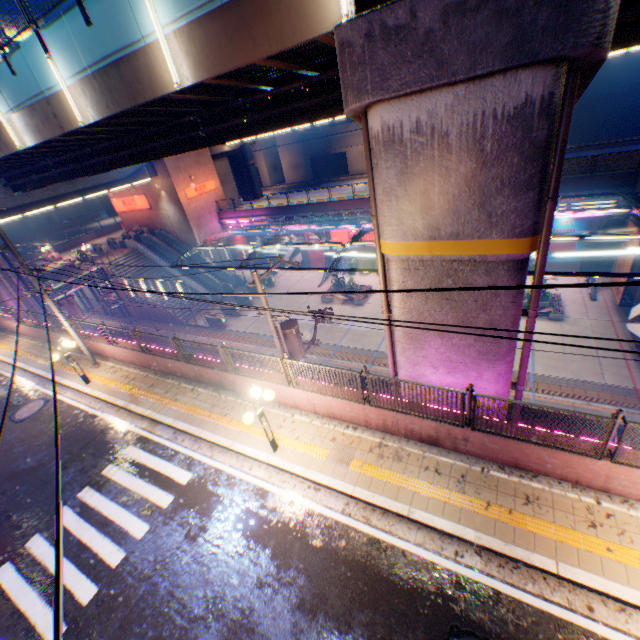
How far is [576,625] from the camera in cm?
547

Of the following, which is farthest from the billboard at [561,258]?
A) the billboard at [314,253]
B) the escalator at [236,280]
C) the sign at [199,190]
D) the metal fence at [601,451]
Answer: the sign at [199,190]

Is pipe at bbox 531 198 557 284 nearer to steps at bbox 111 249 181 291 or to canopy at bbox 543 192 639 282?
canopy at bbox 543 192 639 282

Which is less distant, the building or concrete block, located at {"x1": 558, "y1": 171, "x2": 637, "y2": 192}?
concrete block, located at {"x1": 558, "y1": 171, "x2": 637, "y2": 192}

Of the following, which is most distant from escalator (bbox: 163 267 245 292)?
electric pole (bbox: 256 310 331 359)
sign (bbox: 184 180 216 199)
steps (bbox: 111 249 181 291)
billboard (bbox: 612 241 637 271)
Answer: billboard (bbox: 612 241 637 271)

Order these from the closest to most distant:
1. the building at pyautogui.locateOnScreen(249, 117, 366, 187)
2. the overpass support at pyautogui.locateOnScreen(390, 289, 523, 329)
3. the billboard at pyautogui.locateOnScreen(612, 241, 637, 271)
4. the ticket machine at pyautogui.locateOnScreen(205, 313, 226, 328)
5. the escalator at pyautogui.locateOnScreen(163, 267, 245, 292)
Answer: the overpass support at pyautogui.locateOnScreen(390, 289, 523, 329) → the billboard at pyautogui.locateOnScreen(612, 241, 637, 271) → the ticket machine at pyautogui.locateOnScreen(205, 313, 226, 328) → the escalator at pyautogui.locateOnScreen(163, 267, 245, 292) → the building at pyautogui.locateOnScreen(249, 117, 366, 187)

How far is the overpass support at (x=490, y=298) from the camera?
7.3m

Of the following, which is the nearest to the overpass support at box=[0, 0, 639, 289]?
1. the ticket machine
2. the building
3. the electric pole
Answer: the electric pole
